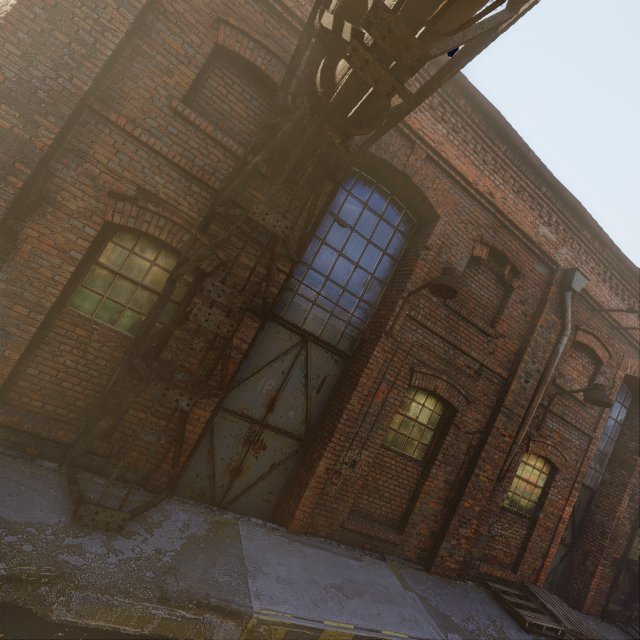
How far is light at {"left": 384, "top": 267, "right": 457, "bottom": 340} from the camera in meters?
4.5 m

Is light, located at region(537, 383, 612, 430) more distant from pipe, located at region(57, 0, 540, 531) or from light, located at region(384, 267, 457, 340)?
pipe, located at region(57, 0, 540, 531)

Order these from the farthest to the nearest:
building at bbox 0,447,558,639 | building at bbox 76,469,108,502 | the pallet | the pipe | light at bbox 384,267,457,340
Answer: the pallet
light at bbox 384,267,457,340
building at bbox 76,469,108,502
building at bbox 0,447,558,639
the pipe

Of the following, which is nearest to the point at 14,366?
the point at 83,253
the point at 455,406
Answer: the point at 83,253

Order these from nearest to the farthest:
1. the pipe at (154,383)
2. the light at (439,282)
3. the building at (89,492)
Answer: the pipe at (154,383) < the building at (89,492) < the light at (439,282)

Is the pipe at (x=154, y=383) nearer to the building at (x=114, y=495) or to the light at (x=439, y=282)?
the building at (x=114, y=495)

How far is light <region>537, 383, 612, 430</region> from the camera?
6.0 meters

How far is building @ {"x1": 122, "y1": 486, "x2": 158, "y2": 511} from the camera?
3.7 meters
